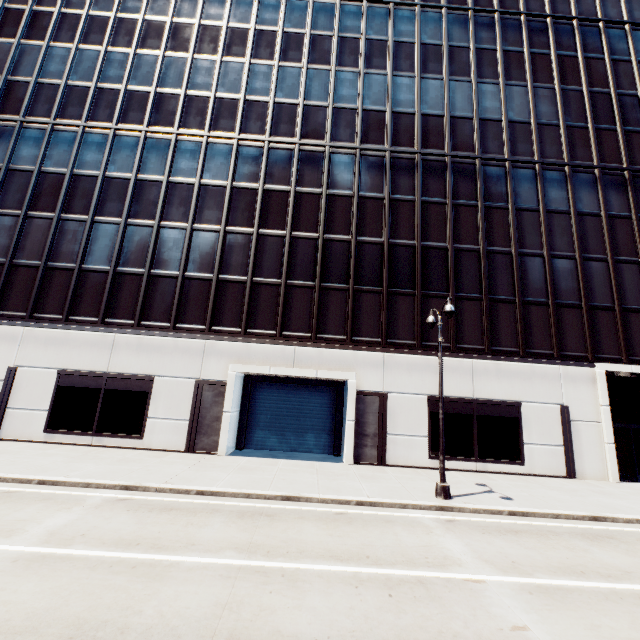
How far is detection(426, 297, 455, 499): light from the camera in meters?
11.7 m

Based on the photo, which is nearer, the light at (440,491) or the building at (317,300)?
the light at (440,491)

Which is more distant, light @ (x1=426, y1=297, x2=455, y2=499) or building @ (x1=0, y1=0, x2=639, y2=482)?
building @ (x1=0, y1=0, x2=639, y2=482)

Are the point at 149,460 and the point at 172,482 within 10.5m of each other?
yes

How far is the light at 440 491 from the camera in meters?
11.7

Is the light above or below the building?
below
